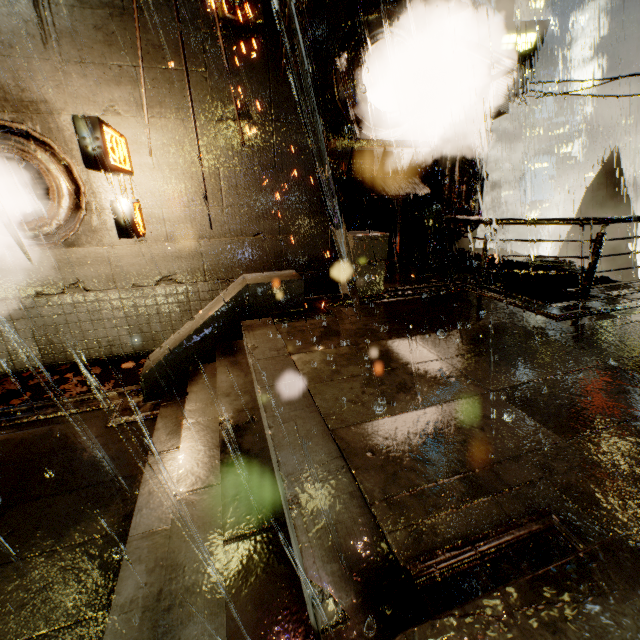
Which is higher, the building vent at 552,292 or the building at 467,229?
the building at 467,229

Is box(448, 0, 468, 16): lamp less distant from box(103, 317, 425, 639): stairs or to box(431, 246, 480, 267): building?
box(431, 246, 480, 267): building

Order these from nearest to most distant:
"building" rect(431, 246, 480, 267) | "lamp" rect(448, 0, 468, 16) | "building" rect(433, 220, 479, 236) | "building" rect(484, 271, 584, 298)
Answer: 1. "lamp" rect(448, 0, 468, 16)
2. "building" rect(484, 271, 584, 298)
3. "building" rect(433, 220, 479, 236)
4. "building" rect(431, 246, 480, 267)

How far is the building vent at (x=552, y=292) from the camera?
13.4m

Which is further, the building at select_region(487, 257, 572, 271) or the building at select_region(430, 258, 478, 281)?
the building at select_region(430, 258, 478, 281)

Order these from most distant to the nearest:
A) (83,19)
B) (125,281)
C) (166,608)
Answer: (125,281)
(83,19)
(166,608)

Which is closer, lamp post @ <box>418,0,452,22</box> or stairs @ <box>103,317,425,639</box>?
stairs @ <box>103,317,425,639</box>

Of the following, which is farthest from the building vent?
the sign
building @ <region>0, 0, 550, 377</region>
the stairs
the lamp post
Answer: the sign
